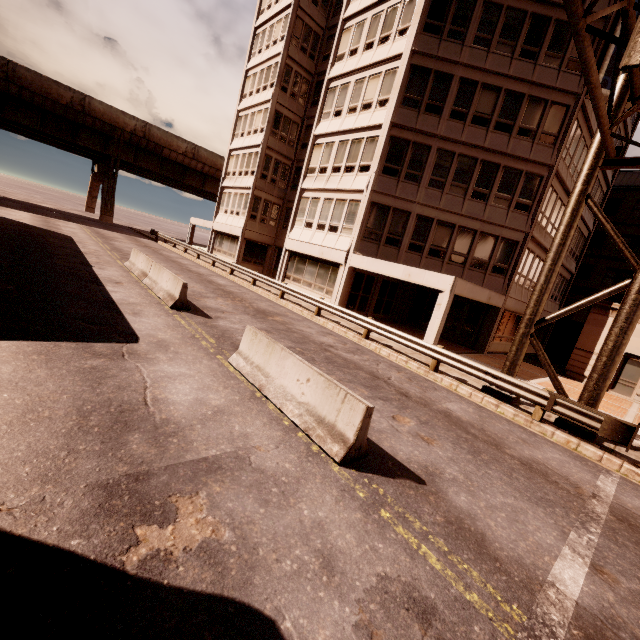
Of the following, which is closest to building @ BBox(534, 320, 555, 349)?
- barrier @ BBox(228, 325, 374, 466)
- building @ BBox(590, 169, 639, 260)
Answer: building @ BBox(590, 169, 639, 260)

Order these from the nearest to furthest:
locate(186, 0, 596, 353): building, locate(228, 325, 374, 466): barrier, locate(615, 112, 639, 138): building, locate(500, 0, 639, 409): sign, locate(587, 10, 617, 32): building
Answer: locate(228, 325, 374, 466): barrier, locate(500, 0, 639, 409): sign, locate(587, 10, 617, 32): building, locate(186, 0, 596, 353): building, locate(615, 112, 639, 138): building

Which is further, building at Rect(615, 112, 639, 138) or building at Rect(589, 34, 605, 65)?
building at Rect(615, 112, 639, 138)

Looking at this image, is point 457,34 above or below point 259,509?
above

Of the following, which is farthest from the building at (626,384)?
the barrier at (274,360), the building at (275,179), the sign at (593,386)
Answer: the barrier at (274,360)

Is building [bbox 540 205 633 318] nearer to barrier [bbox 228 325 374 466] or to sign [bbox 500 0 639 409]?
sign [bbox 500 0 639 409]

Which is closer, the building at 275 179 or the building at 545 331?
the building at 275 179
